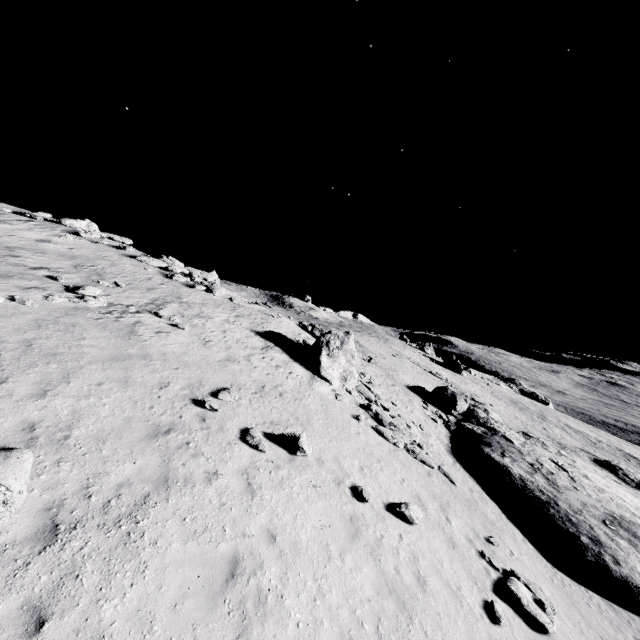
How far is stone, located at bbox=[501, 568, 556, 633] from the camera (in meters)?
8.88

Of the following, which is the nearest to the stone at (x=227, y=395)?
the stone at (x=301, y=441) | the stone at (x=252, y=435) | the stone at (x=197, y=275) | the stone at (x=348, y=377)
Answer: the stone at (x=252, y=435)

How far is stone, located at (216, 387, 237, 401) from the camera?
11.70m

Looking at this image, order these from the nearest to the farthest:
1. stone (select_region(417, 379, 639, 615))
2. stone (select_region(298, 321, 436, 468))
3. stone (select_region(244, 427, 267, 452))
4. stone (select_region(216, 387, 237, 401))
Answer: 1. stone (select_region(244, 427, 267, 452))
2. stone (select_region(216, 387, 237, 401))
3. stone (select_region(417, 379, 639, 615))
4. stone (select_region(298, 321, 436, 468))

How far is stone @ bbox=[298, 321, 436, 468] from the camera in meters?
16.2

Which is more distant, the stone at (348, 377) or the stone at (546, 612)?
the stone at (348, 377)

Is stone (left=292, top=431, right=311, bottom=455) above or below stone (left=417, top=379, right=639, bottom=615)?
above

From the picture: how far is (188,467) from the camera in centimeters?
809cm
